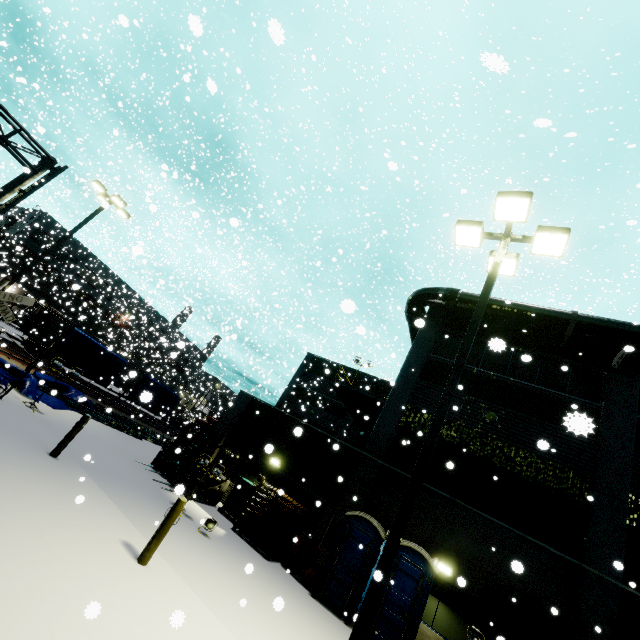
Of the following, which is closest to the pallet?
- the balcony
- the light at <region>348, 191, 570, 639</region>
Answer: the balcony

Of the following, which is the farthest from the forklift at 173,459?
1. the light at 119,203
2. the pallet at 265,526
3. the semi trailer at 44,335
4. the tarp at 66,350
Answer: the semi trailer at 44,335

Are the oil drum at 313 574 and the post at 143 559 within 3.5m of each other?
no

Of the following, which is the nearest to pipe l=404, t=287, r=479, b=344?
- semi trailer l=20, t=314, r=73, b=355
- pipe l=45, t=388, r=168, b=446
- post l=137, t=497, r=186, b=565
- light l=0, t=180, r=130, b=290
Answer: semi trailer l=20, t=314, r=73, b=355

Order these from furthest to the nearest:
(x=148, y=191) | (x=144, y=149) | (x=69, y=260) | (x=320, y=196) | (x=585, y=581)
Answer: (x=69, y=260)
(x=144, y=149)
(x=320, y=196)
(x=148, y=191)
(x=585, y=581)

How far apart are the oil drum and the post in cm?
633

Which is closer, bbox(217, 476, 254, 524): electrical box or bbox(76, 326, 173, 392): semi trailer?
bbox(217, 476, 254, 524): electrical box

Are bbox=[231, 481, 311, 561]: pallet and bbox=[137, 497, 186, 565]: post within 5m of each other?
no
